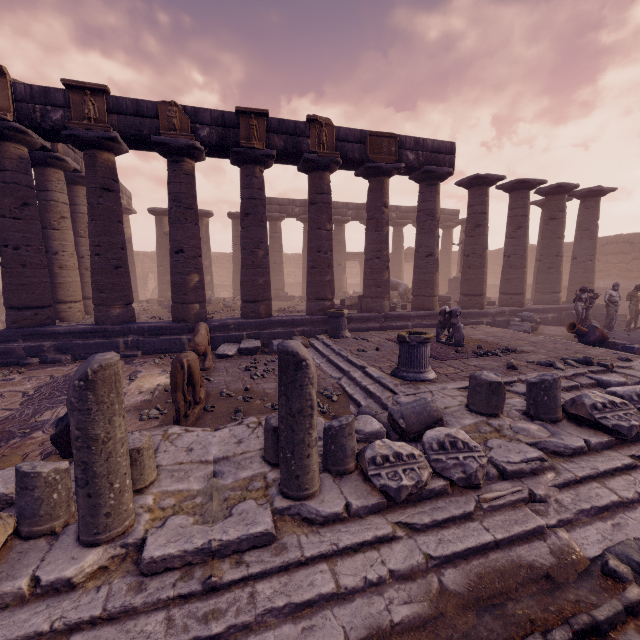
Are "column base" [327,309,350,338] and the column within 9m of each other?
no

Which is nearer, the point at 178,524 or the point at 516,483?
the point at 178,524

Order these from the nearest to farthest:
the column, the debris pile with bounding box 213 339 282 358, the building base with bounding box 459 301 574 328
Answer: the debris pile with bounding box 213 339 282 358 < the building base with bounding box 459 301 574 328 < the column

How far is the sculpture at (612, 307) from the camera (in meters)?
12.23

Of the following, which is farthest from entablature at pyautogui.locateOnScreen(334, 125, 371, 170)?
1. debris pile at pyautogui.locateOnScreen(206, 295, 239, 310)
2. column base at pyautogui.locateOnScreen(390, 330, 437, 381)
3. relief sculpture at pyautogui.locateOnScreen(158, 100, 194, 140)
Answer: column base at pyautogui.locateOnScreen(390, 330, 437, 381)

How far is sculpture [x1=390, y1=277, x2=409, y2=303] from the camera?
17.0m

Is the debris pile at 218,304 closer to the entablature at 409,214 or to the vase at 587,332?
the entablature at 409,214

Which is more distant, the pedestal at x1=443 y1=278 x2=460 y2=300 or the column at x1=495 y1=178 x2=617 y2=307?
the pedestal at x1=443 y1=278 x2=460 y2=300
